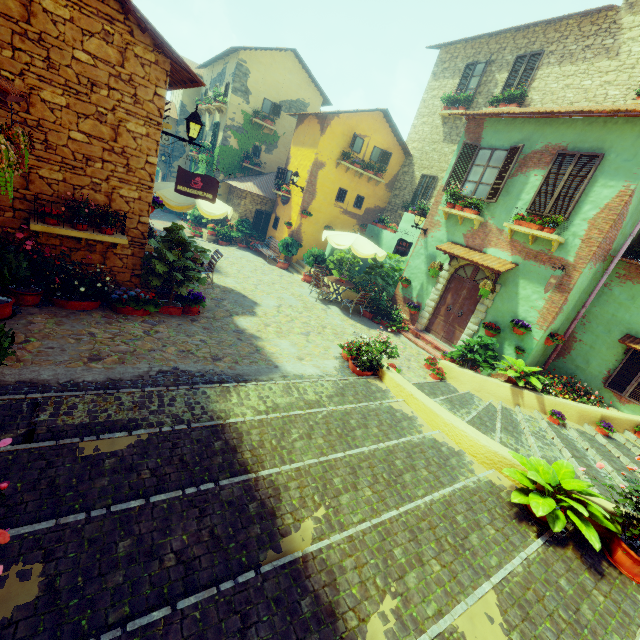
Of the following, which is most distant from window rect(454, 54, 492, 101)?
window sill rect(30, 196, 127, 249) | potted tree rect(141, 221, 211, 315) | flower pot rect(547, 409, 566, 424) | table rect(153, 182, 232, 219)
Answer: window sill rect(30, 196, 127, 249)

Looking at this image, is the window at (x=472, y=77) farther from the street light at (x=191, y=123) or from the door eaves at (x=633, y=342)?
the street light at (x=191, y=123)

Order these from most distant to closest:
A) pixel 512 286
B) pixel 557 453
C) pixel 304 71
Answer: pixel 304 71 → pixel 512 286 → pixel 557 453

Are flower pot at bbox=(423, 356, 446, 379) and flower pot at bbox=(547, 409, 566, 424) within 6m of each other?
yes

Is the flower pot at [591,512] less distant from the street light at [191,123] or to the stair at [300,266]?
the street light at [191,123]

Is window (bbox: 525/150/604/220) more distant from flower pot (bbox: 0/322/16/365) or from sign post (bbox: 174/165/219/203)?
flower pot (bbox: 0/322/16/365)

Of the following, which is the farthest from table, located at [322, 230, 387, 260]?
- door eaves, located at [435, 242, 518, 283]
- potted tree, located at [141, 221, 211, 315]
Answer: potted tree, located at [141, 221, 211, 315]

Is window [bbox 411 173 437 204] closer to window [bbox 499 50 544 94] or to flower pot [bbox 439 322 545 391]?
window [bbox 499 50 544 94]
